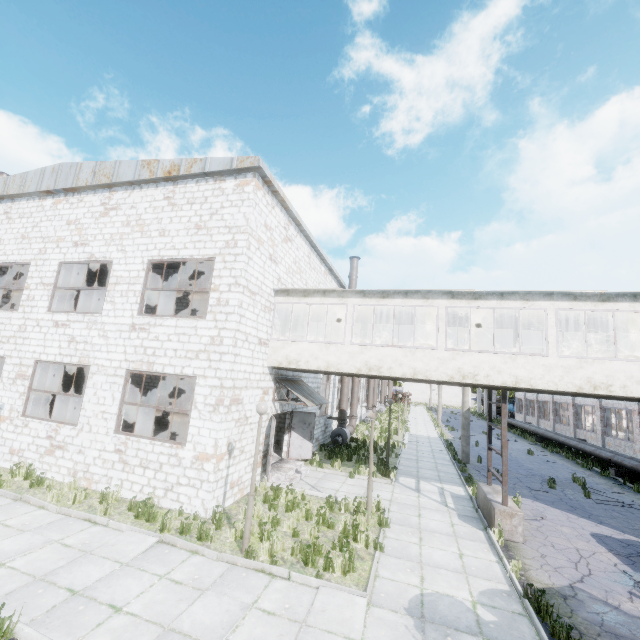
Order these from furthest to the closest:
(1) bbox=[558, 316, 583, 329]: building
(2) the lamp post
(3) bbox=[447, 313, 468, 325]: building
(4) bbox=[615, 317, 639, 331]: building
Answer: (3) bbox=[447, 313, 468, 325]: building
(1) bbox=[558, 316, 583, 329]: building
(4) bbox=[615, 317, 639, 331]: building
(2) the lamp post

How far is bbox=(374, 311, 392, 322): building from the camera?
14.9m

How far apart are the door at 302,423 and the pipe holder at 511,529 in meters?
7.0 m

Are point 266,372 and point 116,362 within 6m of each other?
yes

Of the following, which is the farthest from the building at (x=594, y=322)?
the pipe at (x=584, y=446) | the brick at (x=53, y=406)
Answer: the brick at (x=53, y=406)

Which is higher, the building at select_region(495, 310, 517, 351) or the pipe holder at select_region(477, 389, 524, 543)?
the building at select_region(495, 310, 517, 351)

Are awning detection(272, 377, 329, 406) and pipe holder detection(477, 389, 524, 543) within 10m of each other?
yes

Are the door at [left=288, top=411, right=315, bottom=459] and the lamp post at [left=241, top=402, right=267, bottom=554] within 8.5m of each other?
yes
